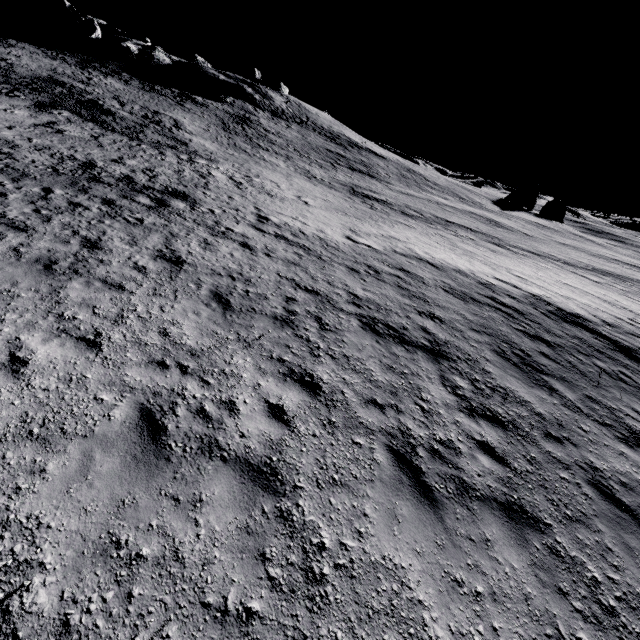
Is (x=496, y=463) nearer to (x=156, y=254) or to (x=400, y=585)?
(x=400, y=585)
